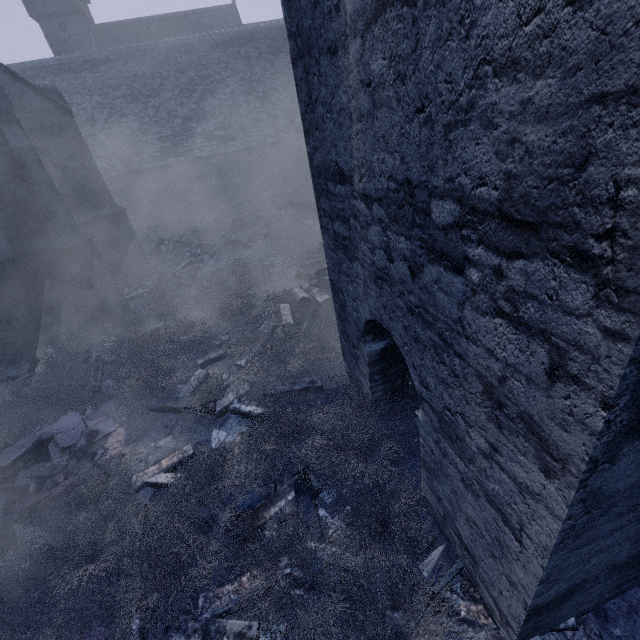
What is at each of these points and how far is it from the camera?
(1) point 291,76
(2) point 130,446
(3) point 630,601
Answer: (1) building, 19.52m
(2) instancedfoliageactor, 4.76m
(3) instancedfoliageactor, 2.54m

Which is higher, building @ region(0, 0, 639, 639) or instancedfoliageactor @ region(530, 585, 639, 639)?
building @ region(0, 0, 639, 639)

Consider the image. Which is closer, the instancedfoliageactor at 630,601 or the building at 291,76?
the building at 291,76

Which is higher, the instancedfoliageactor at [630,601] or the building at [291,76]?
the building at [291,76]

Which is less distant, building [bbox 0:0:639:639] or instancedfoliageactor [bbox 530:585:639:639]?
building [bbox 0:0:639:639]
